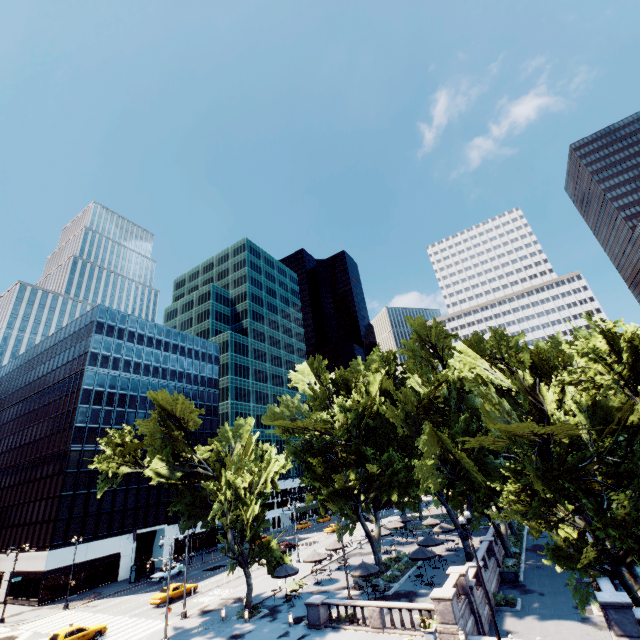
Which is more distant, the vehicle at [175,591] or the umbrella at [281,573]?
the vehicle at [175,591]

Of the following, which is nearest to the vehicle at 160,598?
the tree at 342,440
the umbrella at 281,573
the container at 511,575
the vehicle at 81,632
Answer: the vehicle at 81,632

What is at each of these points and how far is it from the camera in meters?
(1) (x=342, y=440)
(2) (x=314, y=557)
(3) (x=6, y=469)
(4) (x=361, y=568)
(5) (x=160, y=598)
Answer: (1) tree, 36.4
(2) umbrella, 35.4
(3) building, 59.7
(4) umbrella, 28.3
(5) vehicle, 34.9

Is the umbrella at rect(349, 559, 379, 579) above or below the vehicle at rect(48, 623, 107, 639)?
above

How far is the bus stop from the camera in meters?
46.5 m

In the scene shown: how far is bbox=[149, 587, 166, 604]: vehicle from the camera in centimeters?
3480cm

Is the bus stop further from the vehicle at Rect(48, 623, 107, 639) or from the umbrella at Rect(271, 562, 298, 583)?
the umbrella at Rect(271, 562, 298, 583)

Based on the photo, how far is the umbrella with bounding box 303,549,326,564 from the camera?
35.0 meters
